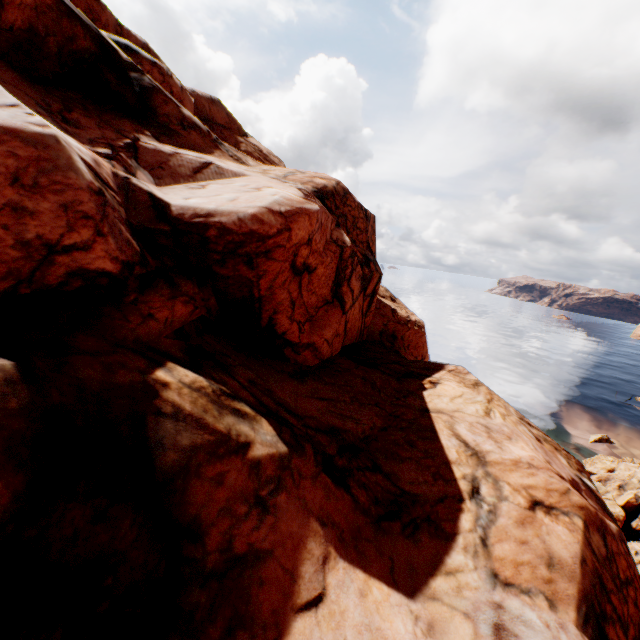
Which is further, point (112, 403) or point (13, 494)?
point (112, 403)
